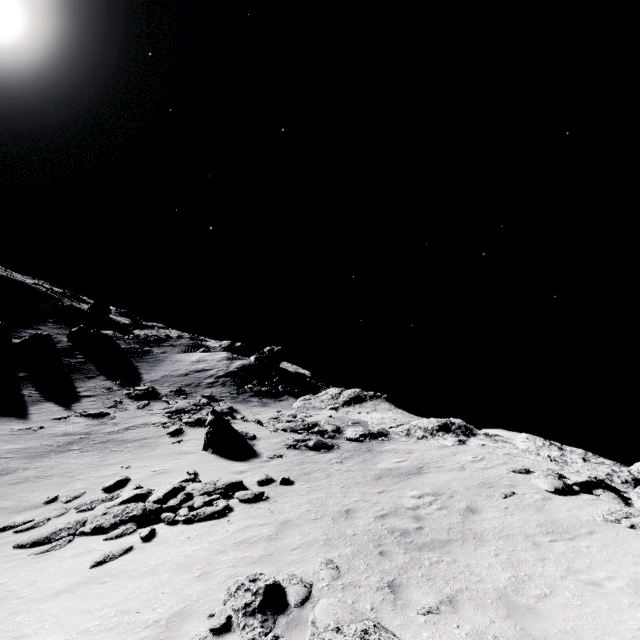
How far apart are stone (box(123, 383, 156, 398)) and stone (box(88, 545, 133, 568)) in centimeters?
2299cm

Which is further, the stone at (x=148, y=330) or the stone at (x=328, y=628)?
the stone at (x=148, y=330)

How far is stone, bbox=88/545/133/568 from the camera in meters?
8.4

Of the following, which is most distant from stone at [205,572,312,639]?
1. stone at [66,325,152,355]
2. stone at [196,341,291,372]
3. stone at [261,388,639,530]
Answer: stone at [66,325,152,355]

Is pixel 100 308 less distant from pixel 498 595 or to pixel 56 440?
pixel 56 440

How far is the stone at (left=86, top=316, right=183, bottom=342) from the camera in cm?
4709

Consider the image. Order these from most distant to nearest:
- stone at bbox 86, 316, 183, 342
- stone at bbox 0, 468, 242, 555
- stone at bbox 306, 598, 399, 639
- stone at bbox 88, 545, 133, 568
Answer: stone at bbox 86, 316, 183, 342 → stone at bbox 0, 468, 242, 555 → stone at bbox 88, 545, 133, 568 → stone at bbox 306, 598, 399, 639

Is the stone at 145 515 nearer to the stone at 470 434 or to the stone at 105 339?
the stone at 470 434
